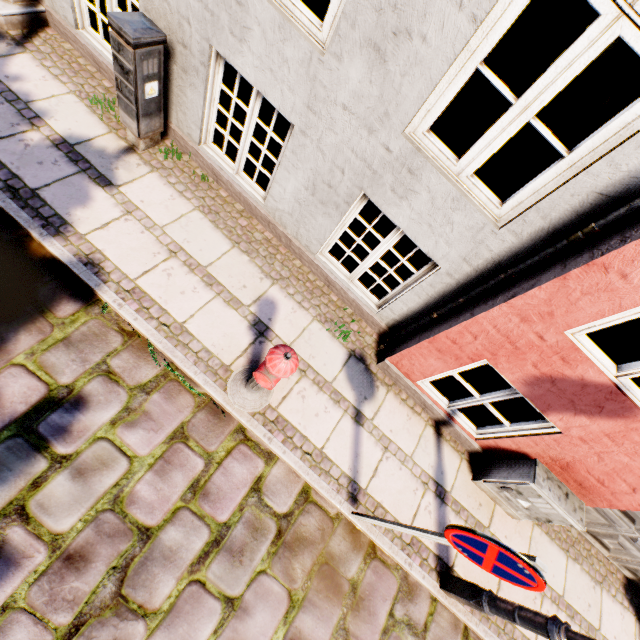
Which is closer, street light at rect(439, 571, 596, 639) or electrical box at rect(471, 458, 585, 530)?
street light at rect(439, 571, 596, 639)

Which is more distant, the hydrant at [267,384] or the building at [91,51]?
the building at [91,51]

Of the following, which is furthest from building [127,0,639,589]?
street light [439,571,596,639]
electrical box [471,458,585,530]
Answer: street light [439,571,596,639]

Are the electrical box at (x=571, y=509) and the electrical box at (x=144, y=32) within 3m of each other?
no

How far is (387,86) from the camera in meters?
2.5

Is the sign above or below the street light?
above

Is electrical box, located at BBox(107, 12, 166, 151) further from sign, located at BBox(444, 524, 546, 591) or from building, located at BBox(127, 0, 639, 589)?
sign, located at BBox(444, 524, 546, 591)

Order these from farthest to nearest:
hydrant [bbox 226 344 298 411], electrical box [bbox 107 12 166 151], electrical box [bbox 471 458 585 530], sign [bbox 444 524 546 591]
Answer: electrical box [bbox 471 458 585 530] < electrical box [bbox 107 12 166 151] < hydrant [bbox 226 344 298 411] < sign [bbox 444 524 546 591]
